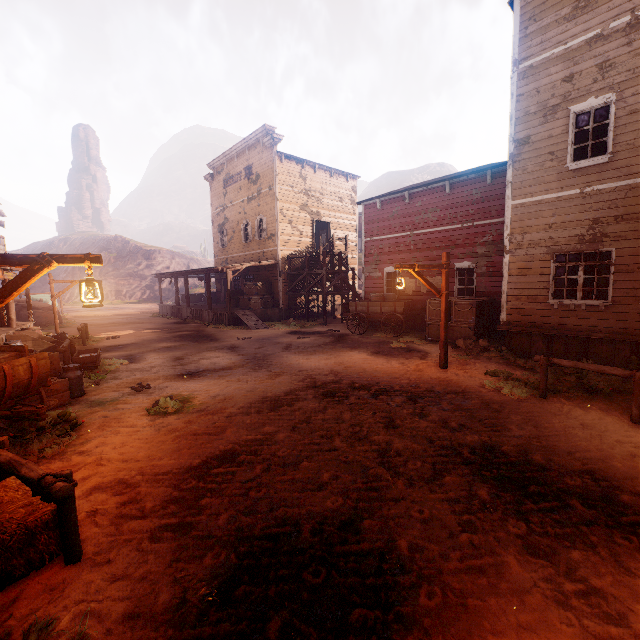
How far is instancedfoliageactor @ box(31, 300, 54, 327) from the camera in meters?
21.5

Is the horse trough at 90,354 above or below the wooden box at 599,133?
below

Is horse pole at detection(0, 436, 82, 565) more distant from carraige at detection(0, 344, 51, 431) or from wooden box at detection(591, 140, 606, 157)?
wooden box at detection(591, 140, 606, 157)

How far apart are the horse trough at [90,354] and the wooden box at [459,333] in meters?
12.0

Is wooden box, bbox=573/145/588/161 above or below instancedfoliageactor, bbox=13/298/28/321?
above

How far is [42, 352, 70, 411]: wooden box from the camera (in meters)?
6.92

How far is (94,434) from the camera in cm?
575

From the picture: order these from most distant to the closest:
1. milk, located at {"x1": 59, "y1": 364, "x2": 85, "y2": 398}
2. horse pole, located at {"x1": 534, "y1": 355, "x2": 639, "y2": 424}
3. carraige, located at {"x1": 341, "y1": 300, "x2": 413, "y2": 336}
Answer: carraige, located at {"x1": 341, "y1": 300, "x2": 413, "y2": 336} < milk, located at {"x1": 59, "y1": 364, "x2": 85, "y2": 398} < horse pole, located at {"x1": 534, "y1": 355, "x2": 639, "y2": 424}
